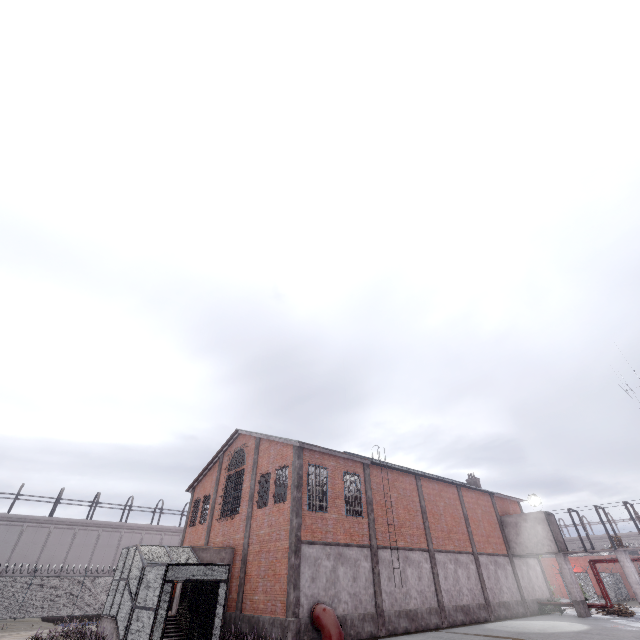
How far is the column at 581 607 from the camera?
25.0 meters

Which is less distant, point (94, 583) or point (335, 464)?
point (335, 464)

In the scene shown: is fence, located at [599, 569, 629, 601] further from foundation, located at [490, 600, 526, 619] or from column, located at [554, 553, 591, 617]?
foundation, located at [490, 600, 526, 619]

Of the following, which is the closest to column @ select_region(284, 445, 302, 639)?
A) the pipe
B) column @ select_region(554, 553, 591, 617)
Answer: the pipe

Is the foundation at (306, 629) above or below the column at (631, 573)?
below

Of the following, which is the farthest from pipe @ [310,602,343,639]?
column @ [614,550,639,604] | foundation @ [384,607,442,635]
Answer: column @ [614,550,639,604]

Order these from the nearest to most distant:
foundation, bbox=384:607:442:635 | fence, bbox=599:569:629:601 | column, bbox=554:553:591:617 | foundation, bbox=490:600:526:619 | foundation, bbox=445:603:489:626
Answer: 1. foundation, bbox=384:607:442:635
2. foundation, bbox=445:603:489:626
3. foundation, bbox=490:600:526:619
4. column, bbox=554:553:591:617
5. fence, bbox=599:569:629:601

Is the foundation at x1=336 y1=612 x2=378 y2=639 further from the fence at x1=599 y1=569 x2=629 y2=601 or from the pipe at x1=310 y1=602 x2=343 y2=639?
the fence at x1=599 y1=569 x2=629 y2=601
